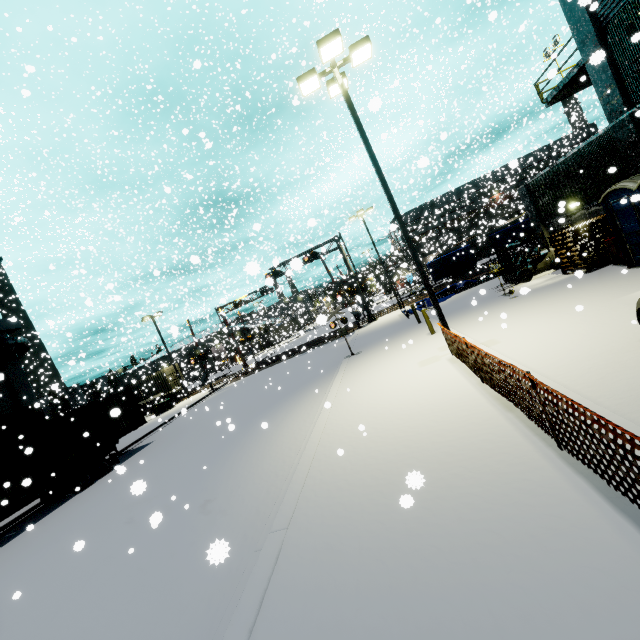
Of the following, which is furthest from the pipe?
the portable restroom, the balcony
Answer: the balcony

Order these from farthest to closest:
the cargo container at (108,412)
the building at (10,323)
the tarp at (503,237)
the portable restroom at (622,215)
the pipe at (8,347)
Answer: the tarp at (503,237) → the building at (10,323) → the pipe at (8,347) → the cargo container at (108,412) → the portable restroom at (622,215)

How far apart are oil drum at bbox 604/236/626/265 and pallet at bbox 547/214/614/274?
0.17m

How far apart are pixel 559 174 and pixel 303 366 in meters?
18.5 m

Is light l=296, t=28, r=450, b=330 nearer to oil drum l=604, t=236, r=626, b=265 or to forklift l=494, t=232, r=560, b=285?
oil drum l=604, t=236, r=626, b=265

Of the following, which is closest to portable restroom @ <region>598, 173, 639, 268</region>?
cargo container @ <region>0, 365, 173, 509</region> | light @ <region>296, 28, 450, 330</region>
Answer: cargo container @ <region>0, 365, 173, 509</region>

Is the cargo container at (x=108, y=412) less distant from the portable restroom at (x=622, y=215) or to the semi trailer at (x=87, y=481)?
the semi trailer at (x=87, y=481)

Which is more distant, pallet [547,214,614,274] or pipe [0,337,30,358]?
pipe [0,337,30,358]
